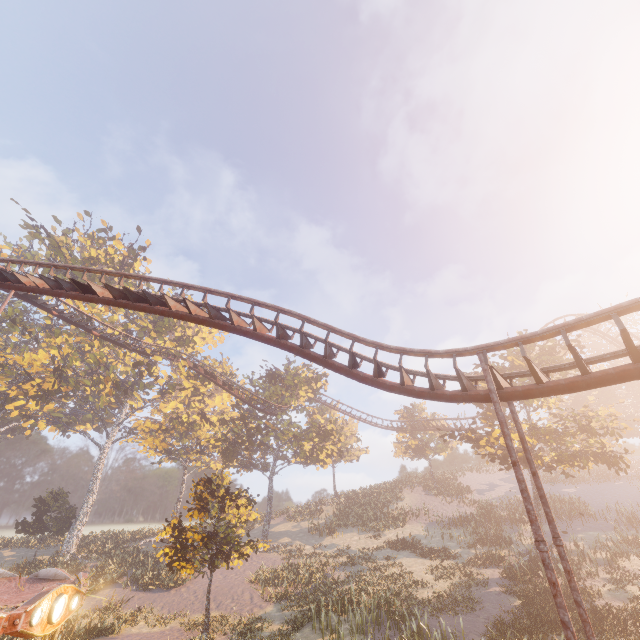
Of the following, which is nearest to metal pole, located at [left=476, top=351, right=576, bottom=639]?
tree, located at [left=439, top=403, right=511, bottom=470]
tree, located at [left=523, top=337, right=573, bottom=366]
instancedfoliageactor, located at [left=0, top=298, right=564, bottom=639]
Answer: instancedfoliageactor, located at [left=0, top=298, right=564, bottom=639]

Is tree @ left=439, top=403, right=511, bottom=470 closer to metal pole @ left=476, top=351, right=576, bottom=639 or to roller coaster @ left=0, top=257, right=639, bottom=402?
roller coaster @ left=0, top=257, right=639, bottom=402

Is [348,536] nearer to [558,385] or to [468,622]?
[468,622]

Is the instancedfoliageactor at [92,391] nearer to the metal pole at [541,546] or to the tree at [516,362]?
the metal pole at [541,546]

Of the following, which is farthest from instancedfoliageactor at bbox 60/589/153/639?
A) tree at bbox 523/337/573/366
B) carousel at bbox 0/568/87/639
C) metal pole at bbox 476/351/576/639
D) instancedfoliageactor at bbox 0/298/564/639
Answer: tree at bbox 523/337/573/366

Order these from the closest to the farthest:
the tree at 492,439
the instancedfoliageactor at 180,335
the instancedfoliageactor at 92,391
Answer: the instancedfoliageactor at 92,391
the tree at 492,439
the instancedfoliageactor at 180,335

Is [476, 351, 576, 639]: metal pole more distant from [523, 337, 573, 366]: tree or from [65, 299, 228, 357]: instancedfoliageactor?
[523, 337, 573, 366]: tree

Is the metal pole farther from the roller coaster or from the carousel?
the carousel
